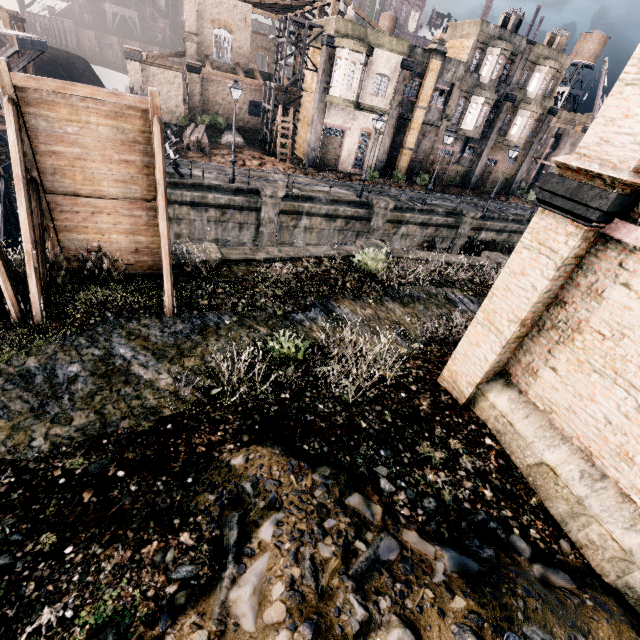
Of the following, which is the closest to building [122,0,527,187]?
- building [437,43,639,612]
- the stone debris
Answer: building [437,43,639,612]

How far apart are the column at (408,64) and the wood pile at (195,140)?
15.6m

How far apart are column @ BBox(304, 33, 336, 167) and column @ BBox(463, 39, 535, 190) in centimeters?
1941cm

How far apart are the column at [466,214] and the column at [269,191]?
15.92m

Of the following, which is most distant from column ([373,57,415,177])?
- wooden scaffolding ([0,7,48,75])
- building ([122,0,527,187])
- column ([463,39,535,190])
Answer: wooden scaffolding ([0,7,48,75])

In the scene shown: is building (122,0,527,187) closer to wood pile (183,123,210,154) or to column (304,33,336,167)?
column (304,33,336,167)

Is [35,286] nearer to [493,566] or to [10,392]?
[10,392]

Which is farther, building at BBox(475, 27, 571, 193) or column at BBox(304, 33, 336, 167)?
building at BBox(475, 27, 571, 193)
